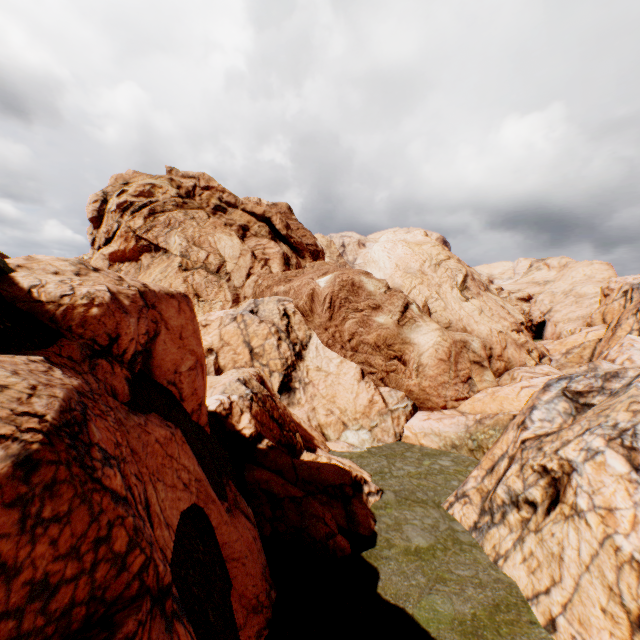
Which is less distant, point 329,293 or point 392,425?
point 392,425
